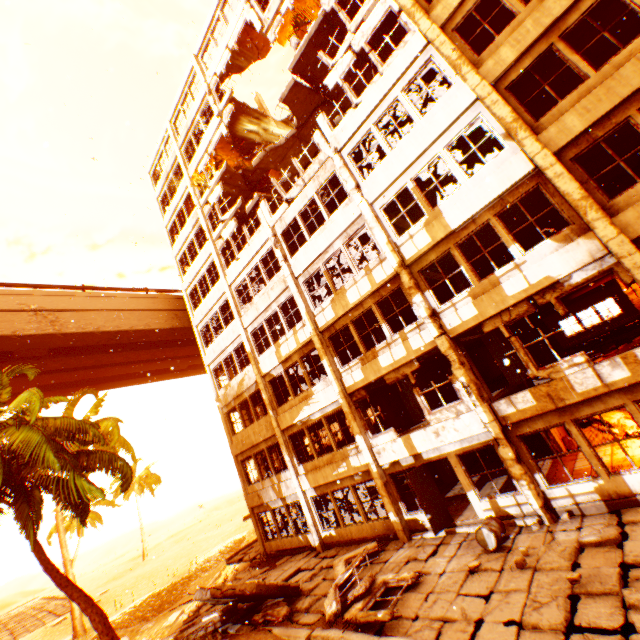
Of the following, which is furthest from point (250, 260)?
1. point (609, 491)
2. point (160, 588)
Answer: point (160, 588)

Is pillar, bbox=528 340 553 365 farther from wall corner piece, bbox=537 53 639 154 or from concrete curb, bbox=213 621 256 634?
concrete curb, bbox=213 621 256 634

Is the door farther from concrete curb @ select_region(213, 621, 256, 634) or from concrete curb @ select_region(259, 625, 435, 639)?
concrete curb @ select_region(213, 621, 256, 634)

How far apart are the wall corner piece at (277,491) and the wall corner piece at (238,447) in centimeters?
221cm

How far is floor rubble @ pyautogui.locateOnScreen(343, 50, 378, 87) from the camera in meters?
14.6

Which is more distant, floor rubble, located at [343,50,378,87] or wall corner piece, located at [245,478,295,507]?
wall corner piece, located at [245,478,295,507]

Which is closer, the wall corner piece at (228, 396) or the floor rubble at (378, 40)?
the floor rubble at (378, 40)

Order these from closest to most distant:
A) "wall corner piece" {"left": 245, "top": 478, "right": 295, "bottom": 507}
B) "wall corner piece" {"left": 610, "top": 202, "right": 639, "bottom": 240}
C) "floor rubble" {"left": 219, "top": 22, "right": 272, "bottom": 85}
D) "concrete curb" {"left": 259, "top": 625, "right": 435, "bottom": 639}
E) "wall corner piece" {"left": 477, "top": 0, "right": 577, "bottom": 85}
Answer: "concrete curb" {"left": 259, "top": 625, "right": 435, "bottom": 639} → "wall corner piece" {"left": 610, "top": 202, "right": 639, "bottom": 240} → "wall corner piece" {"left": 477, "top": 0, "right": 577, "bottom": 85} → "wall corner piece" {"left": 245, "top": 478, "right": 295, "bottom": 507} → "floor rubble" {"left": 219, "top": 22, "right": 272, "bottom": 85}
